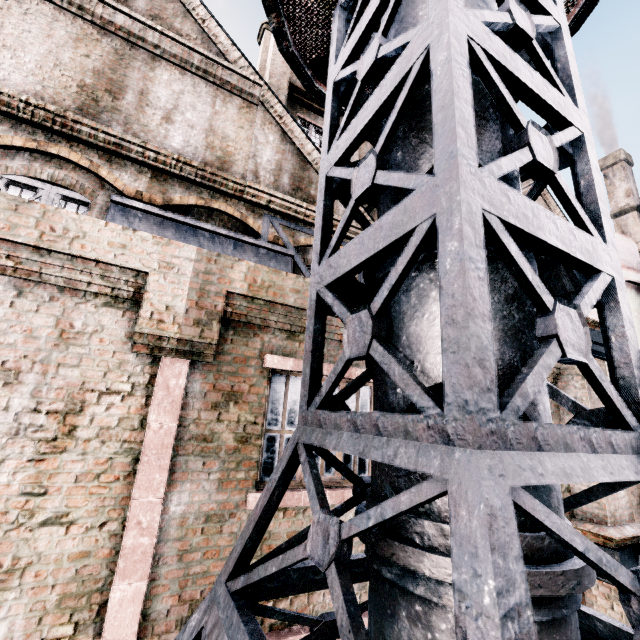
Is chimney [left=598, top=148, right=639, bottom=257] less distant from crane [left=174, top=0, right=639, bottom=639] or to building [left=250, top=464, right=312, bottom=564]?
building [left=250, top=464, right=312, bottom=564]

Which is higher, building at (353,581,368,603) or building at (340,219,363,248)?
building at (340,219,363,248)

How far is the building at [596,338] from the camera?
7.50m

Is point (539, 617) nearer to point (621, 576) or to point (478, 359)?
point (621, 576)

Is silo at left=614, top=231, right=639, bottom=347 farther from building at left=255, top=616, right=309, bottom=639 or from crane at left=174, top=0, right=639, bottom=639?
crane at left=174, top=0, right=639, bottom=639

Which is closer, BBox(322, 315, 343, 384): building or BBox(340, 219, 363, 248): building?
BBox(322, 315, 343, 384): building

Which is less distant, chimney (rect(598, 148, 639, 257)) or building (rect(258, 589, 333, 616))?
building (rect(258, 589, 333, 616))

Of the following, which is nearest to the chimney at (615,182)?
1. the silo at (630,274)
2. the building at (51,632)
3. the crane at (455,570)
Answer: the building at (51,632)
